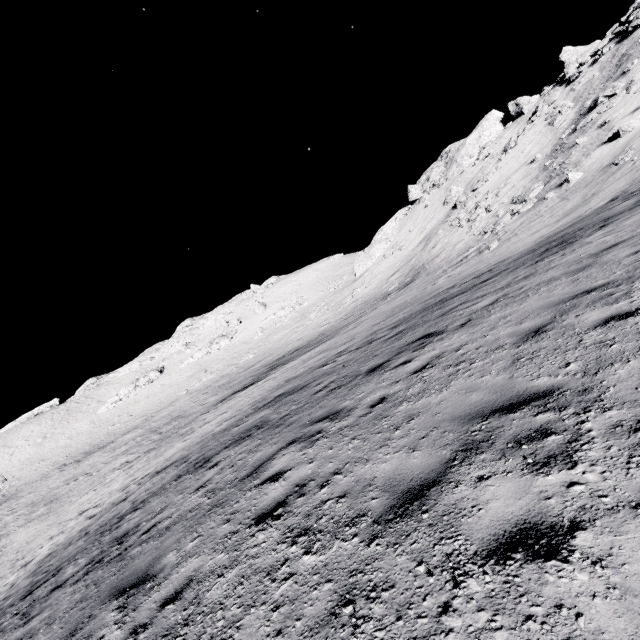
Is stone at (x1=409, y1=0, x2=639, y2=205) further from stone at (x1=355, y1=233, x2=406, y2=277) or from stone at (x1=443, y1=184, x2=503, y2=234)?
stone at (x1=443, y1=184, x2=503, y2=234)

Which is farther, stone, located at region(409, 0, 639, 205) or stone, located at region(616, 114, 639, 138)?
stone, located at region(409, 0, 639, 205)

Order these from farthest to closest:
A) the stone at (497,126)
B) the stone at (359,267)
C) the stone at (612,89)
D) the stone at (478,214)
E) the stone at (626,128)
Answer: the stone at (359,267) < the stone at (478,214) < the stone at (497,126) < the stone at (612,89) < the stone at (626,128)

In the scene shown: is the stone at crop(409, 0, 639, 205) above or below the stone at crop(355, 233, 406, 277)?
above

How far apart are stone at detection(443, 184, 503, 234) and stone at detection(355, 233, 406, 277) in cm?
2332

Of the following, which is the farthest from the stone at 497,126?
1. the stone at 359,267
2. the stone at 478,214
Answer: the stone at 478,214

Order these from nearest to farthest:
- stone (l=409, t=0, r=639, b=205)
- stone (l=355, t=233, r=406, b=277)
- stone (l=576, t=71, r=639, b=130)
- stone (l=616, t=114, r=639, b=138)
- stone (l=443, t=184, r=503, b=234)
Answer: stone (l=616, t=114, r=639, b=138) → stone (l=576, t=71, r=639, b=130) → stone (l=409, t=0, r=639, b=205) → stone (l=443, t=184, r=503, b=234) → stone (l=355, t=233, r=406, b=277)

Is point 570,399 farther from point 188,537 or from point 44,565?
point 44,565
